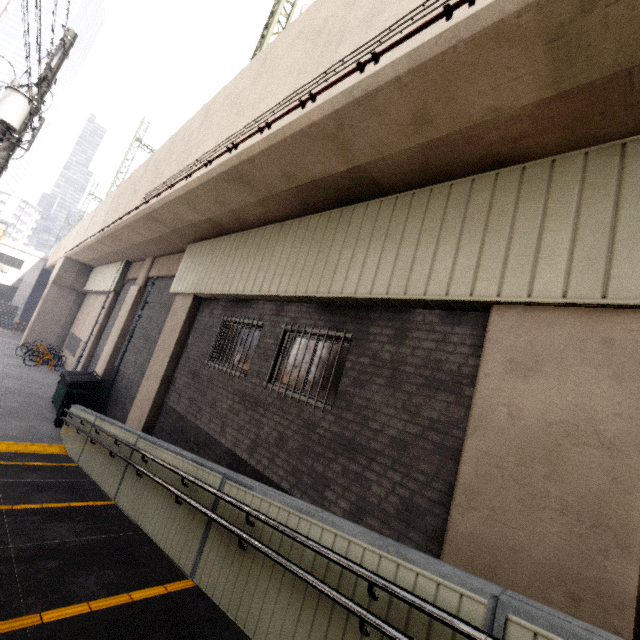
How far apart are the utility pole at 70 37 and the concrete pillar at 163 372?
4.20m

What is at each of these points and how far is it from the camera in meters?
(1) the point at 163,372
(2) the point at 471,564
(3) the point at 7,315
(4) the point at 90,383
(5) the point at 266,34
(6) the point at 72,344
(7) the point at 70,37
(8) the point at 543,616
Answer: (1) concrete pillar, 9.2 m
(2) concrete pillar, 3.0 m
(3) stairs, 31.6 m
(4) dumpster, 11.8 m
(5) power line, 9.1 m
(6) window, 21.4 m
(7) utility pole, 7.1 m
(8) ramp, 1.8 m

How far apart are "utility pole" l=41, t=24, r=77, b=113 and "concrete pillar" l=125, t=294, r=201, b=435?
4.2 meters

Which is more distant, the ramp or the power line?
the power line

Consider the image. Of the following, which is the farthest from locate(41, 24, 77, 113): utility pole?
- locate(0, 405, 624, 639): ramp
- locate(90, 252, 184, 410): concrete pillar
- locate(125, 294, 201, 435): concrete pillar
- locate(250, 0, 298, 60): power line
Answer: locate(90, 252, 184, 410): concrete pillar

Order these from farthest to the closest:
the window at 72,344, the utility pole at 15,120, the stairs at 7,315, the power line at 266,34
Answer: the stairs at 7,315 < the window at 72,344 < the power line at 266,34 < the utility pole at 15,120

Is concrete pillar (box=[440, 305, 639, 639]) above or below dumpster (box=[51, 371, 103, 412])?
above

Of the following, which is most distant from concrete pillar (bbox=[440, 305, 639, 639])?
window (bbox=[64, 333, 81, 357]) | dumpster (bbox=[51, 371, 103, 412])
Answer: window (bbox=[64, 333, 81, 357])
